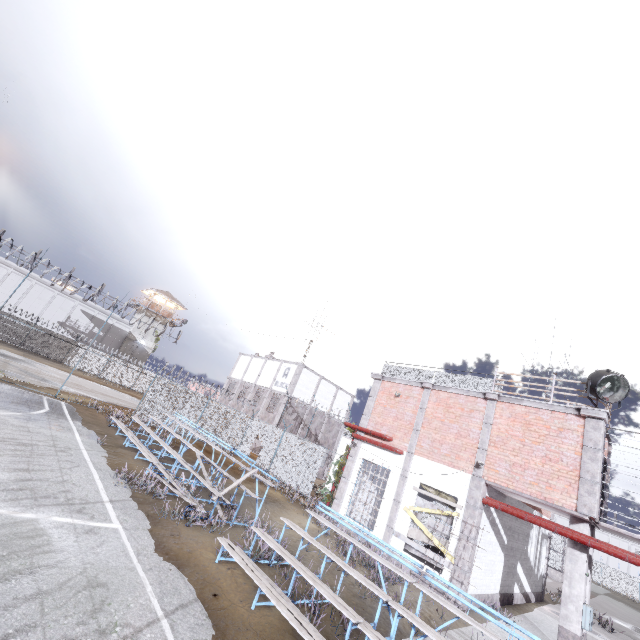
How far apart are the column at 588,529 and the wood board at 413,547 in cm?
298

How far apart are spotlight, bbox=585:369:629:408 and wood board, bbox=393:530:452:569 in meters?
5.9 m

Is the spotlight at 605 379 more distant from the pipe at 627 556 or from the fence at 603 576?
the fence at 603 576

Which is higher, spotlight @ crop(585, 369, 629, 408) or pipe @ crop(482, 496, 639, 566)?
spotlight @ crop(585, 369, 629, 408)

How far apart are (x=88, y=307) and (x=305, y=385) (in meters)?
33.80

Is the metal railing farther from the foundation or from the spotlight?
the foundation

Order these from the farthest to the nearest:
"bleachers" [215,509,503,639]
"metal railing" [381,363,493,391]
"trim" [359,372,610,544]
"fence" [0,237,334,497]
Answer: "fence" [0,237,334,497], "metal railing" [381,363,493,391], "trim" [359,372,610,544], "bleachers" [215,509,503,639]

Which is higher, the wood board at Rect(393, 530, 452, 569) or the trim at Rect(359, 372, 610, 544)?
the trim at Rect(359, 372, 610, 544)
